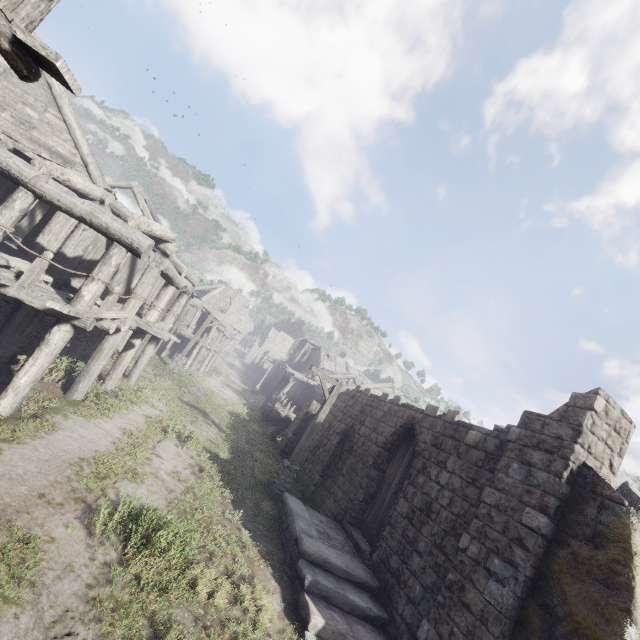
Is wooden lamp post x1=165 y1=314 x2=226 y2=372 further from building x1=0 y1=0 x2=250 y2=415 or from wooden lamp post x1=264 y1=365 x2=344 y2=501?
wooden lamp post x1=264 y1=365 x2=344 y2=501

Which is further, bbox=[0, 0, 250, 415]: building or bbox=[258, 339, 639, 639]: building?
bbox=[0, 0, 250, 415]: building

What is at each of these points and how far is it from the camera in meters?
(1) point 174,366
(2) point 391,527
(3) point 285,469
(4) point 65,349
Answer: (1) wooden lamp post, 22.8
(2) building, 9.0
(3) wooden lamp post, 11.7
(4) building, 11.8

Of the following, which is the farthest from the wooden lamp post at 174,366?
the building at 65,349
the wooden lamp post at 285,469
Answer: the wooden lamp post at 285,469

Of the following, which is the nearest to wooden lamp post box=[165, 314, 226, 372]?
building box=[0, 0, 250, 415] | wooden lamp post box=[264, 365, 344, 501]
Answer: building box=[0, 0, 250, 415]
